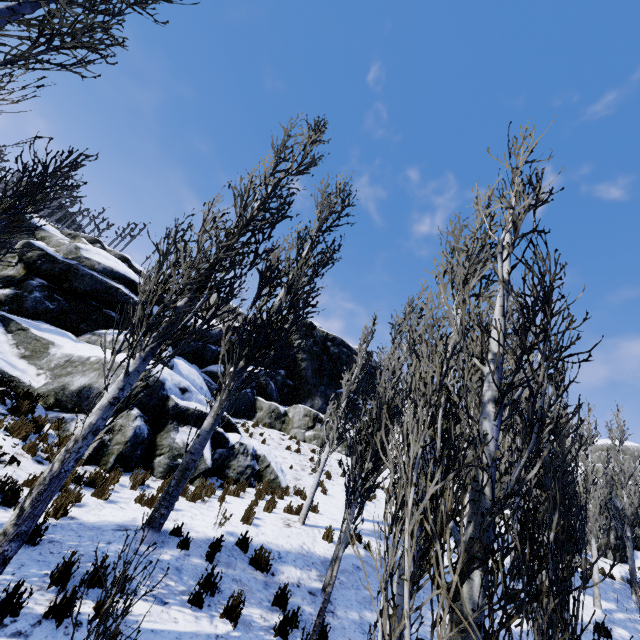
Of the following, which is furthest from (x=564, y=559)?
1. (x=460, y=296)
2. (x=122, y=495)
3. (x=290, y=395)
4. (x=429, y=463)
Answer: (x=290, y=395)

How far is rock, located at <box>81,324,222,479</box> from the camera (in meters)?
8.98

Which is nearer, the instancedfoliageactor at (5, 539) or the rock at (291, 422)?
the instancedfoliageactor at (5, 539)

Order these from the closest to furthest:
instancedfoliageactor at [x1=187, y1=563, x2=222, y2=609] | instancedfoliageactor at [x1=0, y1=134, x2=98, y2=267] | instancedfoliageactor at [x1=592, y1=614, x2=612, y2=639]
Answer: →
1. instancedfoliageactor at [x1=592, y1=614, x2=612, y2=639]
2. instancedfoliageactor at [x1=187, y1=563, x2=222, y2=609]
3. instancedfoliageactor at [x1=0, y1=134, x2=98, y2=267]

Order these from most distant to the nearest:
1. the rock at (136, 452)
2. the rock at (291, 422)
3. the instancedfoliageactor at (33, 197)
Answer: the rock at (291, 422)
the rock at (136, 452)
the instancedfoliageactor at (33, 197)

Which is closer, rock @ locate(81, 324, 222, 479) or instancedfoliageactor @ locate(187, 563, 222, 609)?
instancedfoliageactor @ locate(187, 563, 222, 609)

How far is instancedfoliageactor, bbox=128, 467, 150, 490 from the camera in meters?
8.4 m

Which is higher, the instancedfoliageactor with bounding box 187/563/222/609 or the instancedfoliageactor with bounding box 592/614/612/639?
the instancedfoliageactor with bounding box 592/614/612/639
